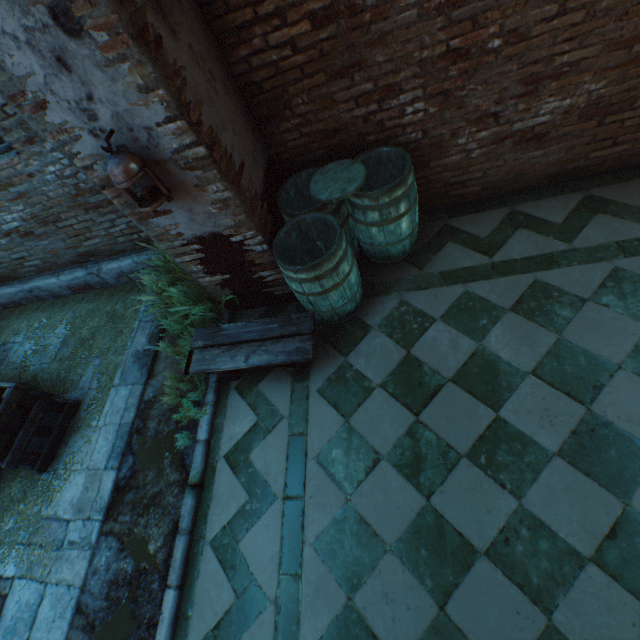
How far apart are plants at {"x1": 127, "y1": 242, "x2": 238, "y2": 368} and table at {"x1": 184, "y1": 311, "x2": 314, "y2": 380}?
0.09m

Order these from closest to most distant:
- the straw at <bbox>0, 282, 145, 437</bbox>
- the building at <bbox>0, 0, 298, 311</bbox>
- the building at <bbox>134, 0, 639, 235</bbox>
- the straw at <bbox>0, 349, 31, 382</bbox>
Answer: the building at <bbox>0, 0, 298, 311</bbox> → the building at <bbox>134, 0, 639, 235</bbox> → the straw at <bbox>0, 282, 145, 437</bbox> → the straw at <bbox>0, 349, 31, 382</bbox>

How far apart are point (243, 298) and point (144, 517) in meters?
2.4 m

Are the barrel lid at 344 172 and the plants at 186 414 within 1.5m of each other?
no

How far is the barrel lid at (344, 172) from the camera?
2.9m

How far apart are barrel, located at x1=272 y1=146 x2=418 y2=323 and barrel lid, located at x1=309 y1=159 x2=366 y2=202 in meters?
0.0 m

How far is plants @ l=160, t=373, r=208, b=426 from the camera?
3.3m

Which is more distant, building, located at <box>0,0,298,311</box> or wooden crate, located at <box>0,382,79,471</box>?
wooden crate, located at <box>0,382,79,471</box>
